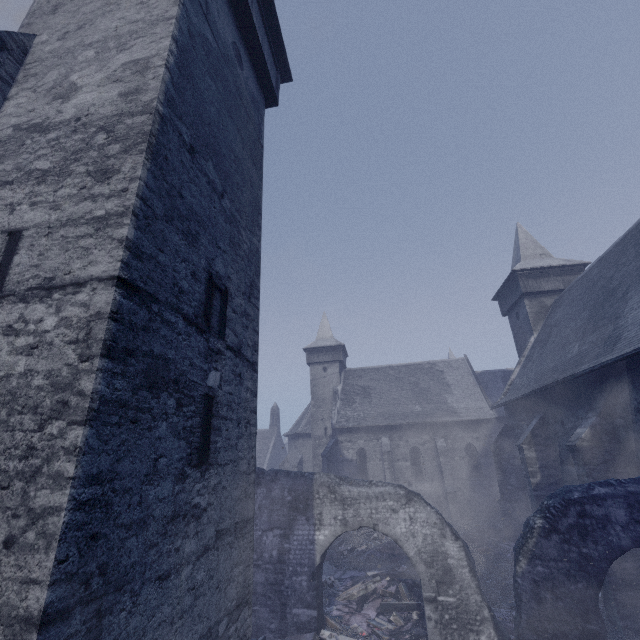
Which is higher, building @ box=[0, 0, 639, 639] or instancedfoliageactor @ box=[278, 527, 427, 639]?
building @ box=[0, 0, 639, 639]

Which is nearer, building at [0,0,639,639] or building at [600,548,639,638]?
building at [0,0,639,639]

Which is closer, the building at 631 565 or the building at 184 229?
the building at 184 229

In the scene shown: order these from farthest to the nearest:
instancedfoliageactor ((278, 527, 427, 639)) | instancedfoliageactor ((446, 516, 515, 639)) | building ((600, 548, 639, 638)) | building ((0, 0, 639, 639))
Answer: instancedfoliageactor ((446, 516, 515, 639))
instancedfoliageactor ((278, 527, 427, 639))
building ((600, 548, 639, 638))
building ((0, 0, 639, 639))

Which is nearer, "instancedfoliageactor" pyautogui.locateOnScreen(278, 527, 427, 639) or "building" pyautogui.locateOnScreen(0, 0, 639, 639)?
"building" pyautogui.locateOnScreen(0, 0, 639, 639)

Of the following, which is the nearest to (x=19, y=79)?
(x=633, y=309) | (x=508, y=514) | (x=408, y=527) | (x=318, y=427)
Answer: (x=408, y=527)

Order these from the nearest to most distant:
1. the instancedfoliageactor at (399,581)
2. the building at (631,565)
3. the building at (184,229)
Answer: the building at (184,229), the building at (631,565), the instancedfoliageactor at (399,581)
